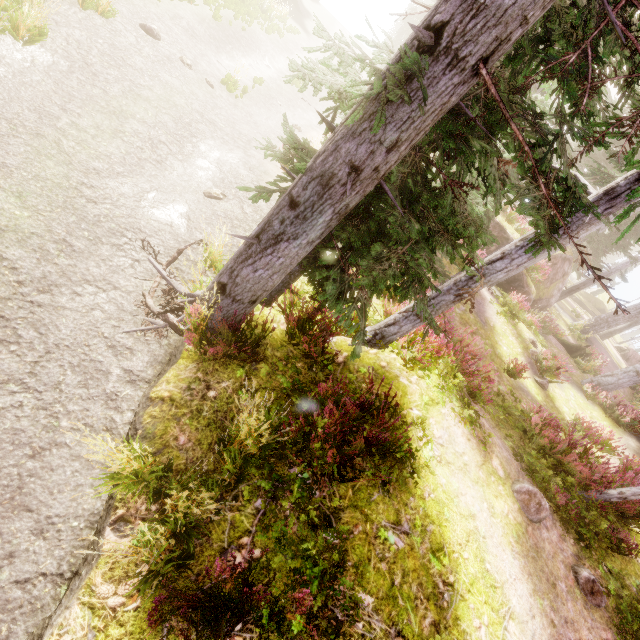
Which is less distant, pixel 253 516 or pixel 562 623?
pixel 253 516

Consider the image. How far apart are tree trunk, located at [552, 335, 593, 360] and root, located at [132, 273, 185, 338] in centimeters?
2137cm

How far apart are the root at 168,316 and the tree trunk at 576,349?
21.4m

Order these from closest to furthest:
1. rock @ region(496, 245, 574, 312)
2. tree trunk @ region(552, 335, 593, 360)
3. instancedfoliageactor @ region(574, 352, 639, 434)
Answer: instancedfoliageactor @ region(574, 352, 639, 434) < rock @ region(496, 245, 574, 312) < tree trunk @ region(552, 335, 593, 360)

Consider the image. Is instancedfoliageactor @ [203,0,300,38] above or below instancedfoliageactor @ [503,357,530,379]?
below

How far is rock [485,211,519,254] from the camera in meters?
17.5 m

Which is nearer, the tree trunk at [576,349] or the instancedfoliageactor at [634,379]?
the instancedfoliageactor at [634,379]

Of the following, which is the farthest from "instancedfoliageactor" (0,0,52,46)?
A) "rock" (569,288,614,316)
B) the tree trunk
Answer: the tree trunk
